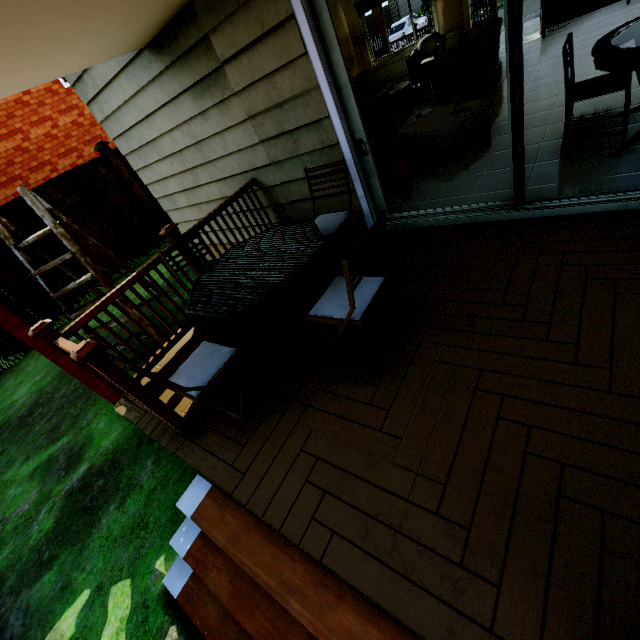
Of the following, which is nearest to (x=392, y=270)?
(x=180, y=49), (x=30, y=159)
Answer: (x=180, y=49)

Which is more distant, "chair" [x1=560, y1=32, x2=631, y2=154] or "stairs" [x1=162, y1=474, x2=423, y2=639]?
"chair" [x1=560, y1=32, x2=631, y2=154]

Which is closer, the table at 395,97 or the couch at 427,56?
the couch at 427,56

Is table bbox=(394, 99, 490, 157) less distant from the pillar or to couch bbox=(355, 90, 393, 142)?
couch bbox=(355, 90, 393, 142)

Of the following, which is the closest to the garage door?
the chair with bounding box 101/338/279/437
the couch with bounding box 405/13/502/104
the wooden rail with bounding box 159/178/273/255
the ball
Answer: the couch with bounding box 405/13/502/104

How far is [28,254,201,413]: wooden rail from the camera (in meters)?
2.66

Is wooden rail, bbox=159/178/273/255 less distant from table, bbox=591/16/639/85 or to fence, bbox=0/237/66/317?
table, bbox=591/16/639/85

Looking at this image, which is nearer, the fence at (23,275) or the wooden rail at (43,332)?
the wooden rail at (43,332)
